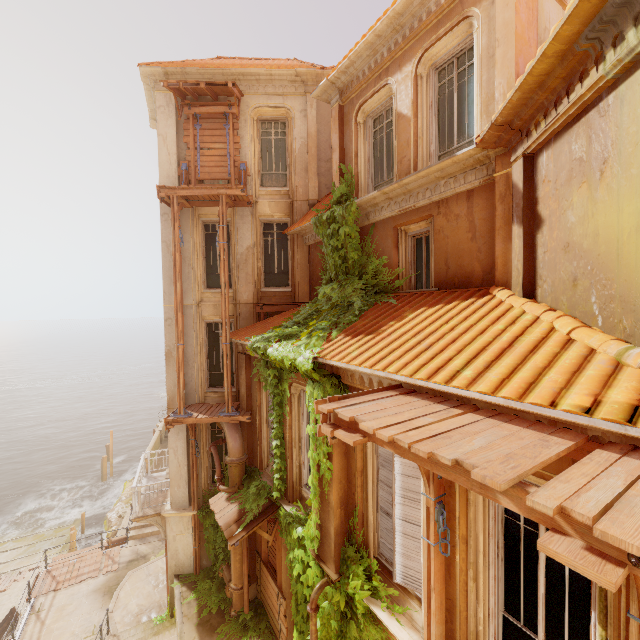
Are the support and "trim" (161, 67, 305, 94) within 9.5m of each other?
no

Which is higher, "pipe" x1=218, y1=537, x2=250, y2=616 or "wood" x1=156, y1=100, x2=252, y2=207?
"wood" x1=156, y1=100, x2=252, y2=207

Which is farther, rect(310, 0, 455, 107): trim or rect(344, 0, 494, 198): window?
rect(310, 0, 455, 107): trim

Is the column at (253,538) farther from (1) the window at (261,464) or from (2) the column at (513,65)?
(2) the column at (513,65)

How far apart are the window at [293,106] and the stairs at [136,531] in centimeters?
1776cm

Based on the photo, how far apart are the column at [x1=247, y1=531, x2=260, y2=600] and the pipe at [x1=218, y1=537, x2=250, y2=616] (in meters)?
0.04

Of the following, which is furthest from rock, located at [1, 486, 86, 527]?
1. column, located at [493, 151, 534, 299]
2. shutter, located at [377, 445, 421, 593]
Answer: column, located at [493, 151, 534, 299]

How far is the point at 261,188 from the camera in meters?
12.3
